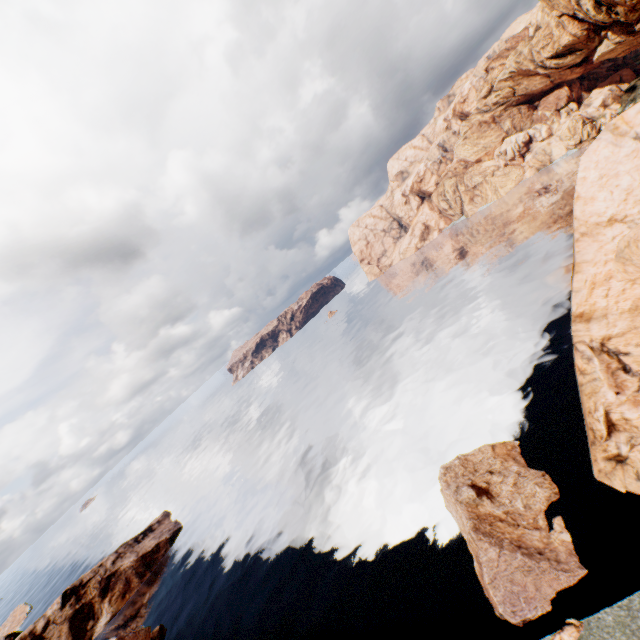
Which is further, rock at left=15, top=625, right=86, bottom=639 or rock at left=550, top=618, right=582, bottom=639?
rock at left=15, top=625, right=86, bottom=639

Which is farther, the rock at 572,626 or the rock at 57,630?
the rock at 57,630

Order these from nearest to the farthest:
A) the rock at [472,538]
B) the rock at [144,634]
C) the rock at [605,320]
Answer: the rock at [472,538] < the rock at [605,320] < the rock at [144,634]

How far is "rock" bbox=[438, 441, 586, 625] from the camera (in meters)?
20.75

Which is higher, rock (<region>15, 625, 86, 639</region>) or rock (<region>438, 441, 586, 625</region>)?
rock (<region>15, 625, 86, 639</region>)

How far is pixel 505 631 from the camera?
20.5 meters

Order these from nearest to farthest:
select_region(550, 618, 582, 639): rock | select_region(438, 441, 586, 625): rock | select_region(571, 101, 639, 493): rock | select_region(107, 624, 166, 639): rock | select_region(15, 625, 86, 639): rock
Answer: select_region(550, 618, 582, 639): rock → select_region(438, 441, 586, 625): rock → select_region(571, 101, 639, 493): rock → select_region(107, 624, 166, 639): rock → select_region(15, 625, 86, 639): rock
